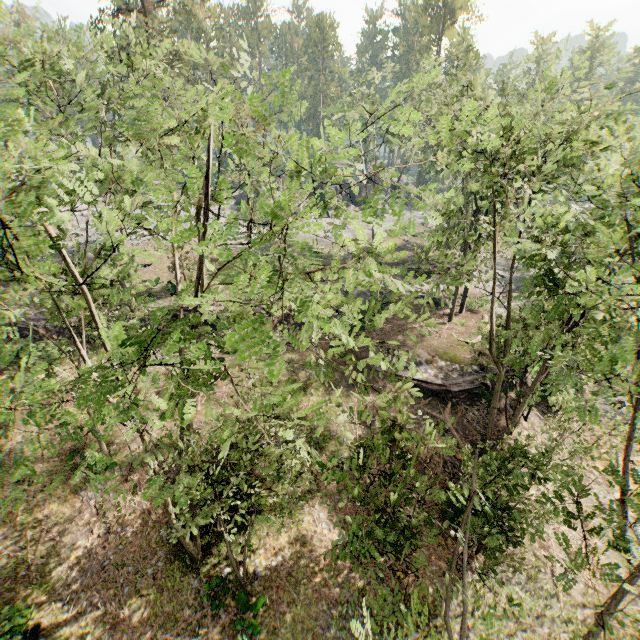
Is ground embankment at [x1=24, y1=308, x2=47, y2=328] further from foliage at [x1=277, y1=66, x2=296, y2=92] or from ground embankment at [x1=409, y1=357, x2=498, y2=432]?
ground embankment at [x1=409, y1=357, x2=498, y2=432]

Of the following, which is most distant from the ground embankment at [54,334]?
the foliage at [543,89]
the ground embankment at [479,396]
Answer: the ground embankment at [479,396]

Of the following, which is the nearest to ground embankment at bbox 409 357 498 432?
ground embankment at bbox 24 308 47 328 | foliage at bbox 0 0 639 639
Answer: foliage at bbox 0 0 639 639

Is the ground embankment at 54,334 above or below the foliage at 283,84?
below

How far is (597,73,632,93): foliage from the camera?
11.2m

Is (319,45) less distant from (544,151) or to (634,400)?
(544,151)

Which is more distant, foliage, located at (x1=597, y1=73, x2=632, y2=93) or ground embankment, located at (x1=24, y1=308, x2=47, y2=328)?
ground embankment, located at (x1=24, y1=308, x2=47, y2=328)

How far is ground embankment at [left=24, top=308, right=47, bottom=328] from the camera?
25.4 meters
